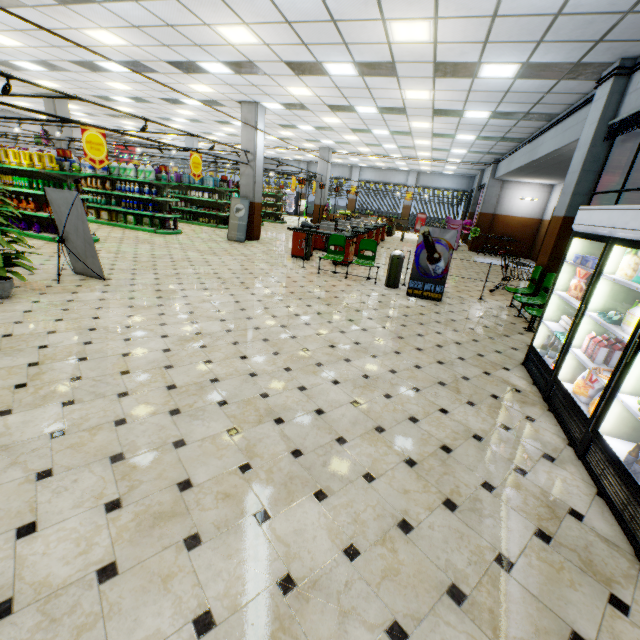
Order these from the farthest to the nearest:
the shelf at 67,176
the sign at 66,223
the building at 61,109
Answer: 1. the building at 61,109
2. the shelf at 67,176
3. the sign at 66,223

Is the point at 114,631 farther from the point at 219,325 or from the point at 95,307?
the point at 95,307

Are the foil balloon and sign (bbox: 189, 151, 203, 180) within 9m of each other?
no

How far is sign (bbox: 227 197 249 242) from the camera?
12.59m

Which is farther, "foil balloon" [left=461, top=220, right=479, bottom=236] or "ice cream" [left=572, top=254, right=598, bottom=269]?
"foil balloon" [left=461, top=220, right=479, bottom=236]

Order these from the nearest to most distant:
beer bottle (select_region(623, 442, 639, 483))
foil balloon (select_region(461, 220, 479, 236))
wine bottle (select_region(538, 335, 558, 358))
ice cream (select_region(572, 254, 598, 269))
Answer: beer bottle (select_region(623, 442, 639, 483)) < ice cream (select_region(572, 254, 598, 269)) < wine bottle (select_region(538, 335, 558, 358)) < foil balloon (select_region(461, 220, 479, 236))

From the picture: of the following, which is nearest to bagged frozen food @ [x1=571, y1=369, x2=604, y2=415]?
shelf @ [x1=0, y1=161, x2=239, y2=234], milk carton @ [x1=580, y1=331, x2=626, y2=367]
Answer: milk carton @ [x1=580, y1=331, x2=626, y2=367]

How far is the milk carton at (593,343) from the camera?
3.3m
